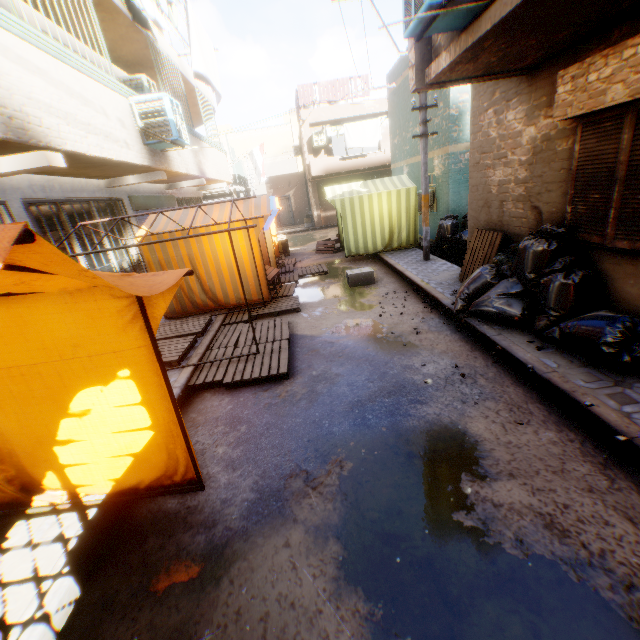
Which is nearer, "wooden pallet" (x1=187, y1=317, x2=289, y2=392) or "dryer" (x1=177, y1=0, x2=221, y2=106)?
"wooden pallet" (x1=187, y1=317, x2=289, y2=392)

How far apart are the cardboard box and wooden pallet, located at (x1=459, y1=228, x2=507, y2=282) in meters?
1.8 m

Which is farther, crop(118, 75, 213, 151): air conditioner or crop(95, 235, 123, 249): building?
crop(95, 235, 123, 249): building

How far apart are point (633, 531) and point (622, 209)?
3.4m

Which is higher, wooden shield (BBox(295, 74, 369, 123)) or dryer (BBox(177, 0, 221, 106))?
wooden shield (BBox(295, 74, 369, 123))

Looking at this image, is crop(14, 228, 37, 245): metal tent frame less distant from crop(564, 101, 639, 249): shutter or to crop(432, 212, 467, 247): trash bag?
crop(564, 101, 639, 249): shutter

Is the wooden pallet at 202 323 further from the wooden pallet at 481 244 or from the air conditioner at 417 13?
the wooden pallet at 481 244

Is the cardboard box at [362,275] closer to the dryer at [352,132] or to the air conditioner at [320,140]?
the air conditioner at [320,140]
